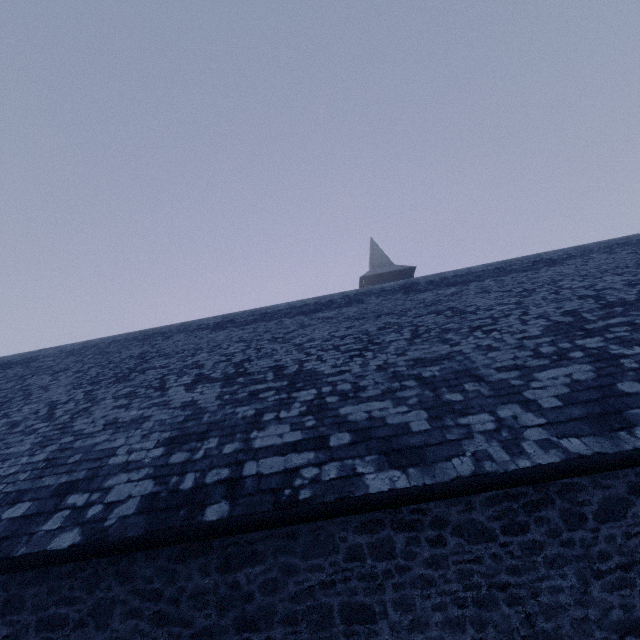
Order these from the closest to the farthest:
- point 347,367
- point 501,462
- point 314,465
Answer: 1. point 501,462
2. point 314,465
3. point 347,367
